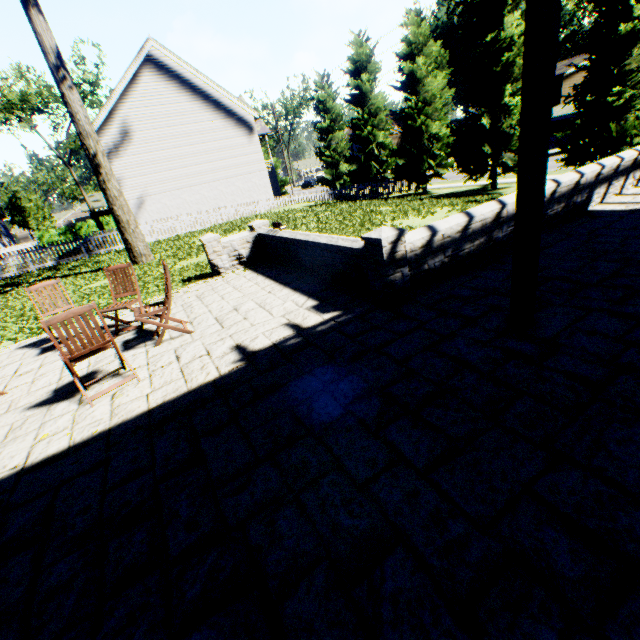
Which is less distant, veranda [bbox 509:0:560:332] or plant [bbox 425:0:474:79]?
veranda [bbox 509:0:560:332]

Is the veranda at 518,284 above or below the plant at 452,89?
below

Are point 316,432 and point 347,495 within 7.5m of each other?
yes

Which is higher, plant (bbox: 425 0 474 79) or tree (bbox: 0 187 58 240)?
plant (bbox: 425 0 474 79)

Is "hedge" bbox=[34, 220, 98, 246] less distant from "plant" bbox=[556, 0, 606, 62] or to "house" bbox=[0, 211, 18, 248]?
"house" bbox=[0, 211, 18, 248]

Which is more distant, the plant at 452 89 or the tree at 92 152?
the plant at 452 89

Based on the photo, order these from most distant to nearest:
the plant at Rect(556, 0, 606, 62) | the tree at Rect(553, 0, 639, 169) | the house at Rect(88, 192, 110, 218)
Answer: the plant at Rect(556, 0, 606, 62)
the house at Rect(88, 192, 110, 218)
the tree at Rect(553, 0, 639, 169)

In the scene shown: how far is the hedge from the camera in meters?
37.1
